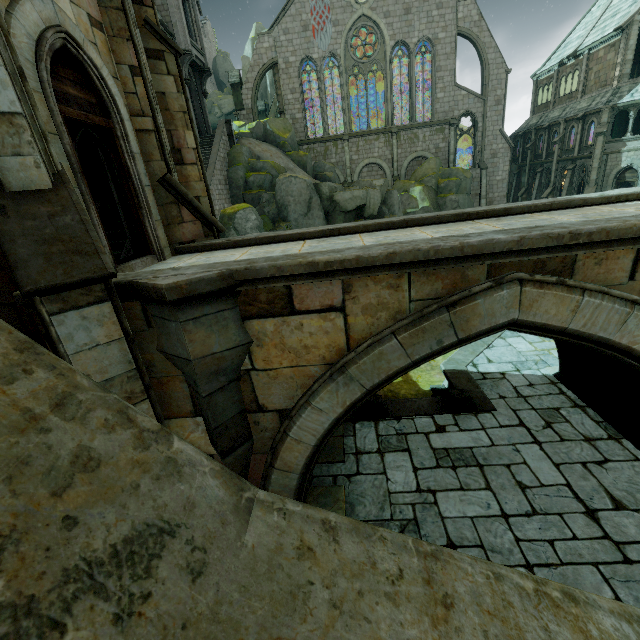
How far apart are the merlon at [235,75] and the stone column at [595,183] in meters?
31.6

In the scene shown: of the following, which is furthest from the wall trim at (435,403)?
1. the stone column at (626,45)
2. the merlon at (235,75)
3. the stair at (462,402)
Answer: the merlon at (235,75)

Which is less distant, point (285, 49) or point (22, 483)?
point (22, 483)

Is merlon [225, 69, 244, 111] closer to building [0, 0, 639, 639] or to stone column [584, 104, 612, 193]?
building [0, 0, 639, 639]

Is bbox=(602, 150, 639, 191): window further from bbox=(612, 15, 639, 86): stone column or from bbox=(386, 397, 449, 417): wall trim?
bbox=(386, 397, 449, 417): wall trim

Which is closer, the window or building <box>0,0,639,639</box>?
building <box>0,0,639,639</box>

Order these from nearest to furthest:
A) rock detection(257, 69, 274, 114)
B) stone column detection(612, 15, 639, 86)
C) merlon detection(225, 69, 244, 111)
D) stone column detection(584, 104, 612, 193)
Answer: stone column detection(612, 15, 639, 86) < stone column detection(584, 104, 612, 193) < merlon detection(225, 69, 244, 111) < rock detection(257, 69, 274, 114)

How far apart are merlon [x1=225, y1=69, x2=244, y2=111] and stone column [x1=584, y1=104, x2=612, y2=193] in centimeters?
3161cm
